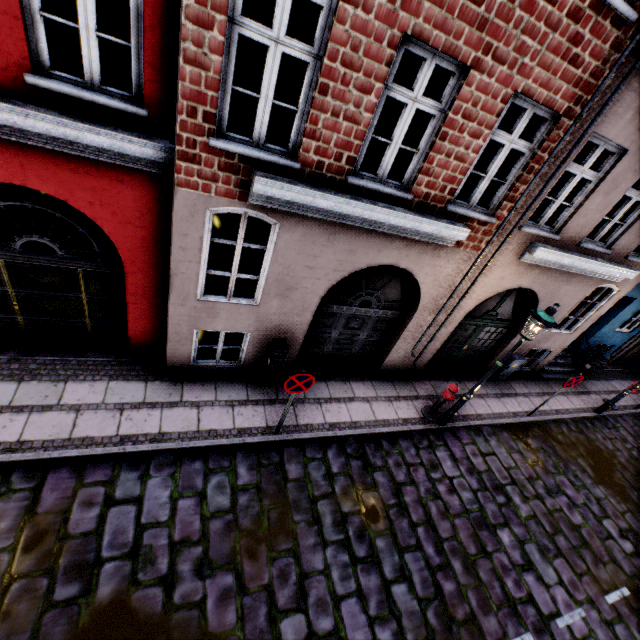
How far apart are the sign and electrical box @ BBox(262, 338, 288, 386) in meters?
1.2

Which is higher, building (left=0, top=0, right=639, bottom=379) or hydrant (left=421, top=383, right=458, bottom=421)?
building (left=0, top=0, right=639, bottom=379)

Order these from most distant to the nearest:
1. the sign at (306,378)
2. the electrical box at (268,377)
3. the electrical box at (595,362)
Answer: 1. the electrical box at (595,362)
2. the electrical box at (268,377)
3. the sign at (306,378)

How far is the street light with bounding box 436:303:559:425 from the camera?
5.91m

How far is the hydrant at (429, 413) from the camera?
7.7 meters

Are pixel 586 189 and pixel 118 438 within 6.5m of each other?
no

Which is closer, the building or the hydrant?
the building

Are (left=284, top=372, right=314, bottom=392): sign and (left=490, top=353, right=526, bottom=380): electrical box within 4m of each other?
no
